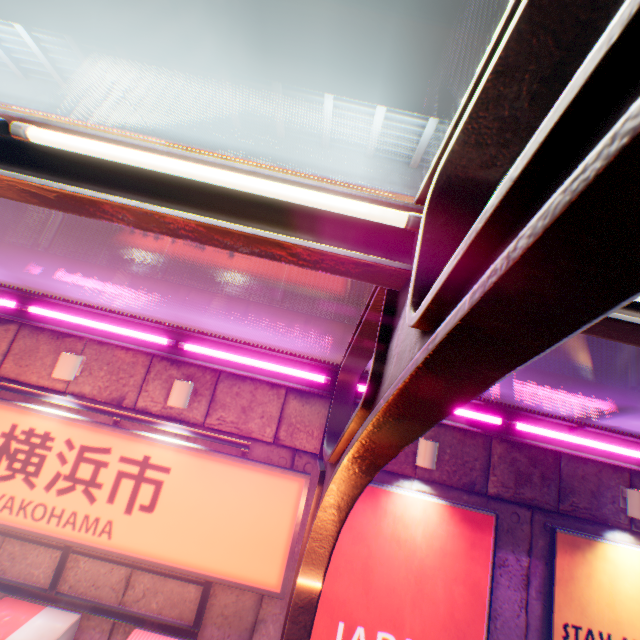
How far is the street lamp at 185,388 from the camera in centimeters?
504cm

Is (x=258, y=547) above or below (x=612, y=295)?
below

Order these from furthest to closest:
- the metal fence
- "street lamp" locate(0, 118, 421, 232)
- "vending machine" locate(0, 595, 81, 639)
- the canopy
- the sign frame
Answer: the metal fence
the sign frame
"vending machine" locate(0, 595, 81, 639)
"street lamp" locate(0, 118, 421, 232)
the canopy

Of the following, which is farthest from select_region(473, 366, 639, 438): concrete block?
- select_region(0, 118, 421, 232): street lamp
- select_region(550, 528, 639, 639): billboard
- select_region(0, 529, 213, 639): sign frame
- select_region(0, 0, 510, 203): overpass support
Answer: select_region(0, 0, 510, 203): overpass support

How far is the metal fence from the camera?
6.54m

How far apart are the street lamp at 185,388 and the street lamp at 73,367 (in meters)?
1.63

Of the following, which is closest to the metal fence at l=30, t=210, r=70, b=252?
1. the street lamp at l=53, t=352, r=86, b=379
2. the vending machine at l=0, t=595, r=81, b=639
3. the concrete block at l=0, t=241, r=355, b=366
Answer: the concrete block at l=0, t=241, r=355, b=366

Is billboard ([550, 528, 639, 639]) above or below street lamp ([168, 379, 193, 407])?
below
